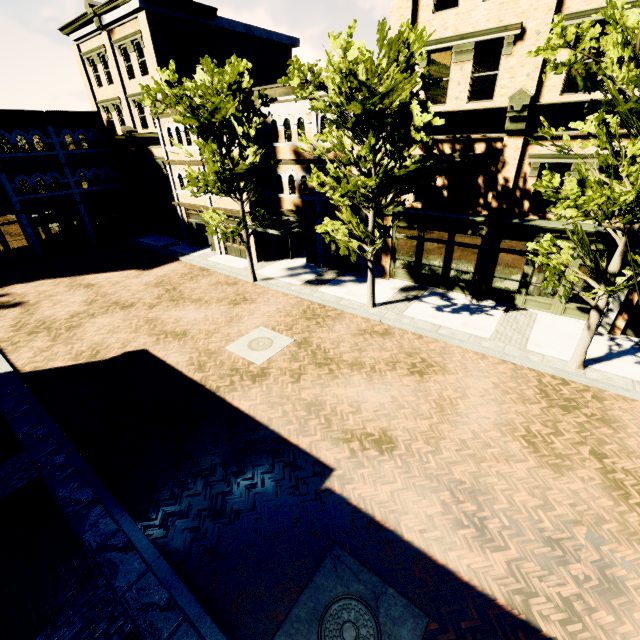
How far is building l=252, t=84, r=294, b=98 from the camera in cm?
1655

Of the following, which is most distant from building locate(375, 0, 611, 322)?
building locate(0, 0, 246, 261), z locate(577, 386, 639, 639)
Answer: building locate(0, 0, 246, 261)

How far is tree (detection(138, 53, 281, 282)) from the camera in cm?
1292

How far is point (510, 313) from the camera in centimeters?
1449cm

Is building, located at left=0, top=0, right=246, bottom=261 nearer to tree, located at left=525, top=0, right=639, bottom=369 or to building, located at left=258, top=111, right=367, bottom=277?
building, located at left=258, top=111, right=367, bottom=277

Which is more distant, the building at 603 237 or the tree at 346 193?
the building at 603 237

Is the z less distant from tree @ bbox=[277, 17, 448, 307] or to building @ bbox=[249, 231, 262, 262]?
tree @ bbox=[277, 17, 448, 307]

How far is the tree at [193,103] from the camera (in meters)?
12.92
